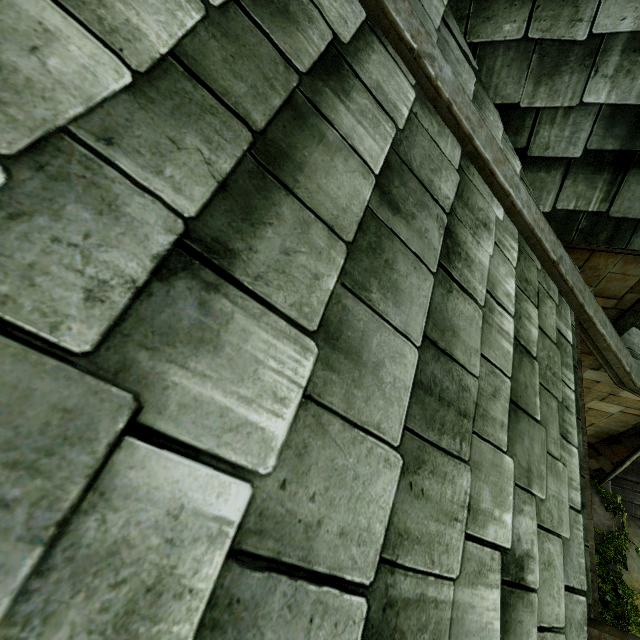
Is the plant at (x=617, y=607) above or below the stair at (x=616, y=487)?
above

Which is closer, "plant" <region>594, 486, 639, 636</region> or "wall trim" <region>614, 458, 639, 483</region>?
"plant" <region>594, 486, 639, 636</region>

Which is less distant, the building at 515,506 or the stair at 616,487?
the building at 515,506

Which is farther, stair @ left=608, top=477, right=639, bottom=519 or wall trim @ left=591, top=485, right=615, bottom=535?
stair @ left=608, top=477, right=639, bottom=519

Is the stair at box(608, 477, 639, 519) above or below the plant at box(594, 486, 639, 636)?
below

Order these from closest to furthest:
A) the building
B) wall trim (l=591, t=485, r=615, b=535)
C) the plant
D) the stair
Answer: the building
the plant
wall trim (l=591, t=485, r=615, b=535)
the stair

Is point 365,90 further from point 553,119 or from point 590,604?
point 590,604

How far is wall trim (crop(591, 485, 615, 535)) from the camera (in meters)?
8.54
